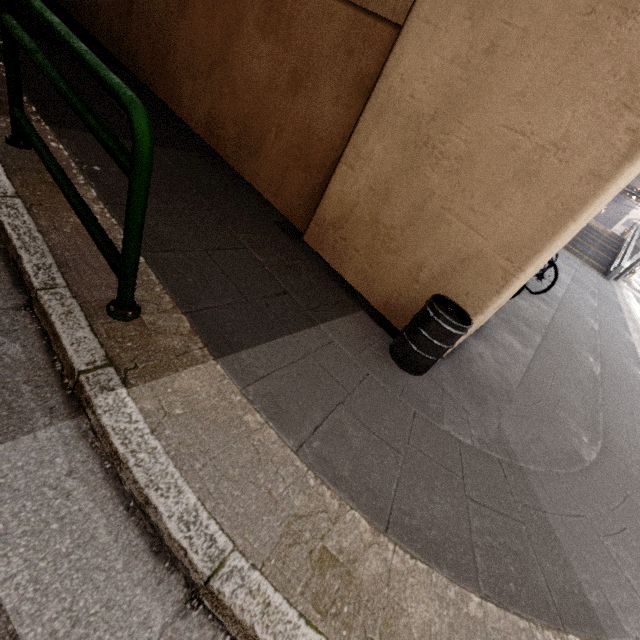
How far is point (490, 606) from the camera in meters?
1.6 m

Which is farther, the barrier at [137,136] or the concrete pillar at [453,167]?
the concrete pillar at [453,167]

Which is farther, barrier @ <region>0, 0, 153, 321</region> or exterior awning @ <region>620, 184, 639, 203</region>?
exterior awning @ <region>620, 184, 639, 203</region>

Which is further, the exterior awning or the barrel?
the exterior awning

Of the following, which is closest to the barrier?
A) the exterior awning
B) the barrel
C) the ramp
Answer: the barrel

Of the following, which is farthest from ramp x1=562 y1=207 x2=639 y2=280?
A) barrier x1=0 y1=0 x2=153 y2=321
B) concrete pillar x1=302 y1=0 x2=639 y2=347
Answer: barrier x1=0 y1=0 x2=153 y2=321

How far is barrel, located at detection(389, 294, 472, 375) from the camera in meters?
2.4 m

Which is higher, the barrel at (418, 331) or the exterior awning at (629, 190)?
the exterior awning at (629, 190)
